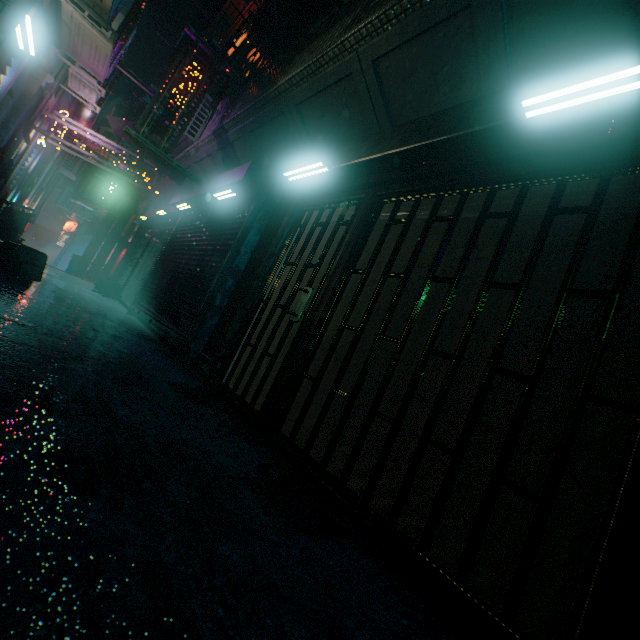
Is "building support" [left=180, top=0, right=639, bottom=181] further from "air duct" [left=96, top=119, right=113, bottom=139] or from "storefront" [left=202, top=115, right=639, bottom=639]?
"air duct" [left=96, top=119, right=113, bottom=139]

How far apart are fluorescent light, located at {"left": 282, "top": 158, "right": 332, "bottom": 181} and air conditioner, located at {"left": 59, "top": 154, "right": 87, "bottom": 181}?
11.4 meters

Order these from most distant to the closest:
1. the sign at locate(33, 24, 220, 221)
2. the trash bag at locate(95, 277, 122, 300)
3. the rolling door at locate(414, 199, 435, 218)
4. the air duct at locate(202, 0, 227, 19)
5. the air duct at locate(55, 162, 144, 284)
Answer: the air duct at locate(55, 162, 144, 284) → the trash bag at locate(95, 277, 122, 300) → the air duct at locate(202, 0, 227, 19) → the sign at locate(33, 24, 220, 221) → the rolling door at locate(414, 199, 435, 218)

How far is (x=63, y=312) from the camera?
3.9 meters

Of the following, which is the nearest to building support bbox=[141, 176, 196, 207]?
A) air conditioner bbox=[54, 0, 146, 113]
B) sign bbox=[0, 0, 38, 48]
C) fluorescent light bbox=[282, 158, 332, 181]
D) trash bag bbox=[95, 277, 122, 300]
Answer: fluorescent light bbox=[282, 158, 332, 181]

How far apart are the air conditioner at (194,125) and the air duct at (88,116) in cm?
95

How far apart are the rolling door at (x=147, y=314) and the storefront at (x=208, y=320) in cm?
1

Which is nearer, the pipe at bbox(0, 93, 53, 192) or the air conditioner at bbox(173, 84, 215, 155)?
the pipe at bbox(0, 93, 53, 192)
